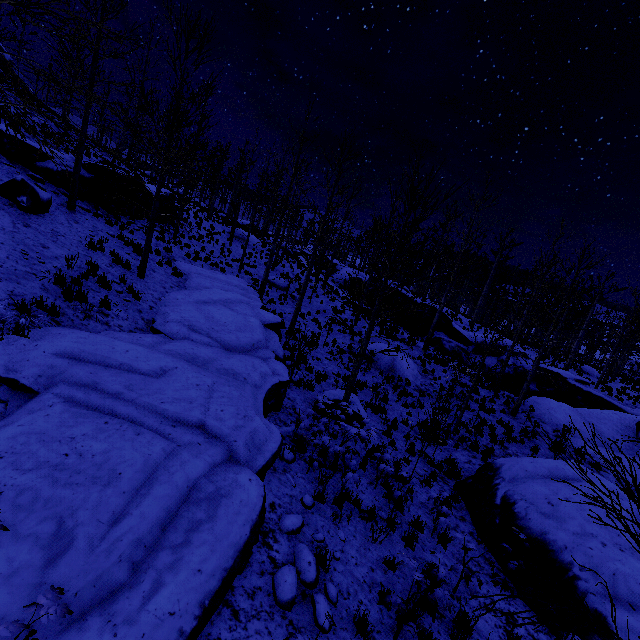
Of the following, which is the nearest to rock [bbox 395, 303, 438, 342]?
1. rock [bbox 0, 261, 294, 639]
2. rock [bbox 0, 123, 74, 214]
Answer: rock [bbox 0, 261, 294, 639]

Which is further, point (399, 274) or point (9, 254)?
point (399, 274)

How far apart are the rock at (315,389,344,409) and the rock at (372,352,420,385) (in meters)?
5.88

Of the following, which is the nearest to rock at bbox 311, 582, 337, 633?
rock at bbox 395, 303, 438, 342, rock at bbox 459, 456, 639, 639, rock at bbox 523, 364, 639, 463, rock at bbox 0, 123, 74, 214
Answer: rock at bbox 0, 123, 74, 214

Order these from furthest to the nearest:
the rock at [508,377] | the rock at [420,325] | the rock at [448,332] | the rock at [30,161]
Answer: the rock at [420,325], the rock at [448,332], the rock at [508,377], the rock at [30,161]

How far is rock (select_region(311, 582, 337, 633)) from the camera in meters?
4.2 m

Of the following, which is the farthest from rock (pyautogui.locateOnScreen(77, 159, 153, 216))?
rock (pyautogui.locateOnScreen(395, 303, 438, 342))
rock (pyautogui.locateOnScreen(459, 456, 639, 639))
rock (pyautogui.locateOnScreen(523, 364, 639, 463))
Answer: rock (pyautogui.locateOnScreen(523, 364, 639, 463))

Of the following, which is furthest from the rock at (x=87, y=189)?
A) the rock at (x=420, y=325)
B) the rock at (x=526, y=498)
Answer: the rock at (x=526, y=498)
